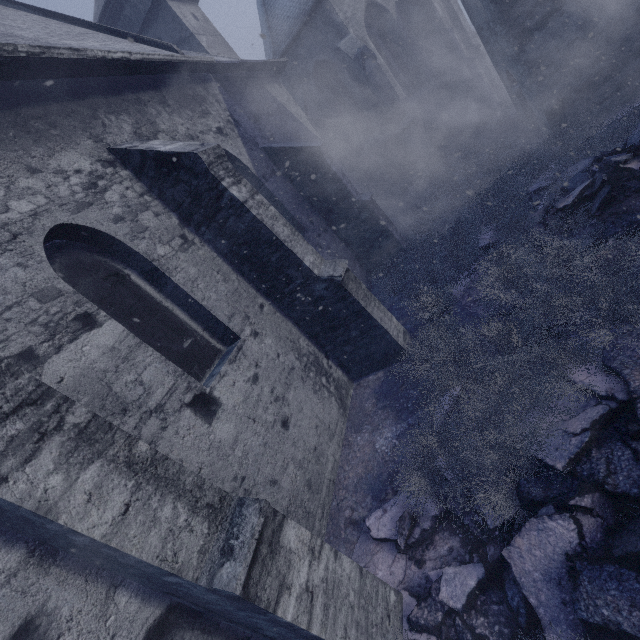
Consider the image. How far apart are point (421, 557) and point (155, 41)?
11.83m

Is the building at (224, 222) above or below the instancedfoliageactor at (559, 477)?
above

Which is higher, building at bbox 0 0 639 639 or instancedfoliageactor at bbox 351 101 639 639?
building at bbox 0 0 639 639
